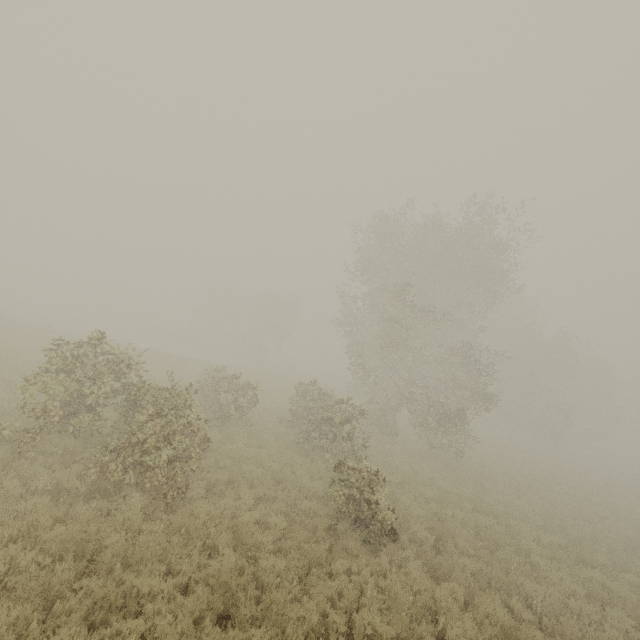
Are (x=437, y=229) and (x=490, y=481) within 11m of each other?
no
